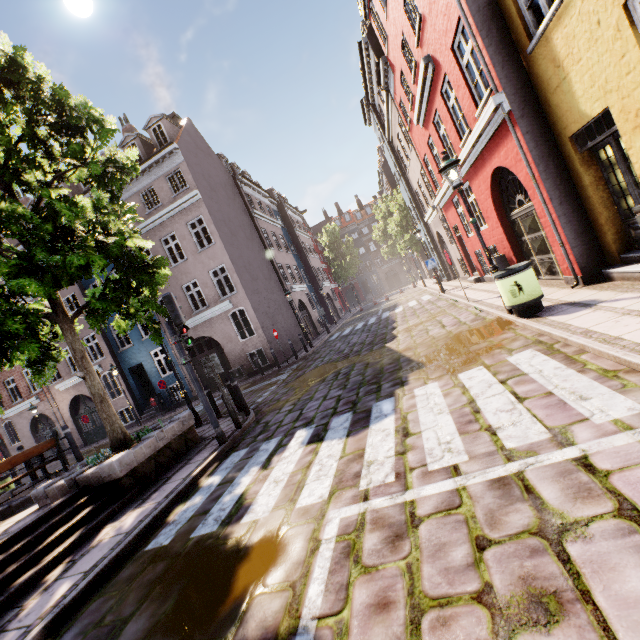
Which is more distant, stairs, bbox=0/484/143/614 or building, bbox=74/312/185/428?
building, bbox=74/312/185/428

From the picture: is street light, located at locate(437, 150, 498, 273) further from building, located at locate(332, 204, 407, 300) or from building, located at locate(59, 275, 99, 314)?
building, located at locate(59, 275, 99, 314)

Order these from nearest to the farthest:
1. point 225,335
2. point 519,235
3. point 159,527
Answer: point 159,527
point 519,235
point 225,335

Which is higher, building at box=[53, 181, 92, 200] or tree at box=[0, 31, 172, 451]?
building at box=[53, 181, 92, 200]

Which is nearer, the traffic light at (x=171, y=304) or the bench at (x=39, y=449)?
the traffic light at (x=171, y=304)

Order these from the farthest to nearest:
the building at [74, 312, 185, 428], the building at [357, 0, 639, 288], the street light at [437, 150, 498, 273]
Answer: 1. the building at [74, 312, 185, 428]
2. the street light at [437, 150, 498, 273]
3. the building at [357, 0, 639, 288]

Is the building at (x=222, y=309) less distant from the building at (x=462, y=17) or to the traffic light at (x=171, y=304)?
the building at (x=462, y=17)

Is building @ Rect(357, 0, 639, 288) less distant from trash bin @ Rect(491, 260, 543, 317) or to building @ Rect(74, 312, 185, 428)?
trash bin @ Rect(491, 260, 543, 317)
